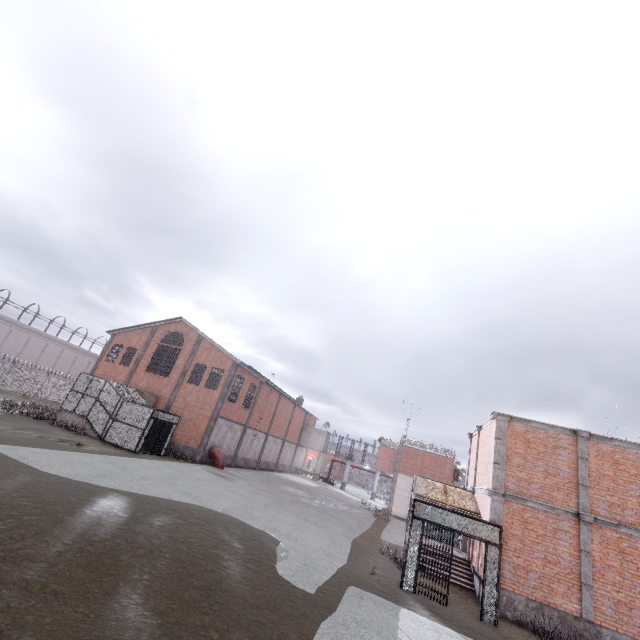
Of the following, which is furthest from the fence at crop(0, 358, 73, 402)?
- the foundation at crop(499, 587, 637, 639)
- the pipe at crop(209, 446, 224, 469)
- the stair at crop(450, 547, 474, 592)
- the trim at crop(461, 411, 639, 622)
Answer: the pipe at crop(209, 446, 224, 469)

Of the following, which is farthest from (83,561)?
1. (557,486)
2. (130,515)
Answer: (557,486)

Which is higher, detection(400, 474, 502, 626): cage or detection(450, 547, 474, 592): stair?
detection(400, 474, 502, 626): cage

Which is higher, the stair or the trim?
the trim

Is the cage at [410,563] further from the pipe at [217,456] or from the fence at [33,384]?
the pipe at [217,456]

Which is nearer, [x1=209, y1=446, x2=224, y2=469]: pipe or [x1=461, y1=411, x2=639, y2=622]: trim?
[x1=461, y1=411, x2=639, y2=622]: trim

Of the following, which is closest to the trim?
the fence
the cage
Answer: the cage

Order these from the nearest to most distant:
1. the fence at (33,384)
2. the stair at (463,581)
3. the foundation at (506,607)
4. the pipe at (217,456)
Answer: the foundation at (506,607) → the stair at (463,581) → the pipe at (217,456) → the fence at (33,384)
